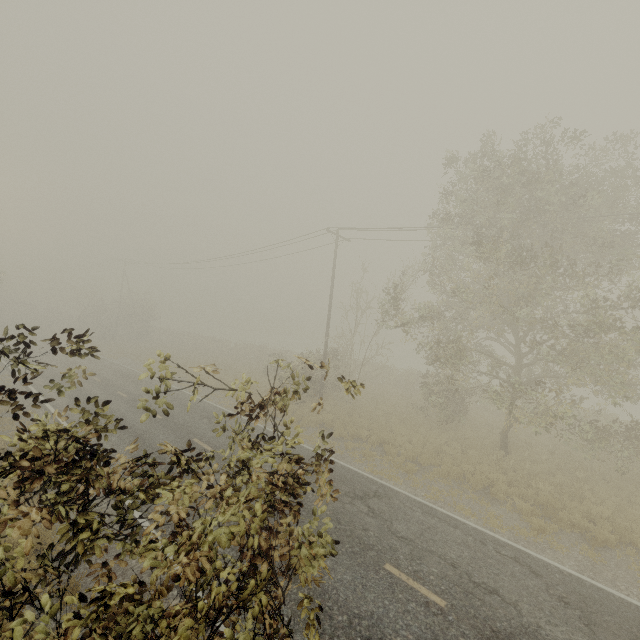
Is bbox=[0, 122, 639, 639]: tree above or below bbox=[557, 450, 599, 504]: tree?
above

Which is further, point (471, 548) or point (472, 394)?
point (472, 394)

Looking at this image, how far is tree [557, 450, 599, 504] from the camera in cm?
1220

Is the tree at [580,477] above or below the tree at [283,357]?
below

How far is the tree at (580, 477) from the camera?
12.2m

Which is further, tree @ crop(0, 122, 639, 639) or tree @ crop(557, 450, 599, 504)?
tree @ crop(557, 450, 599, 504)
